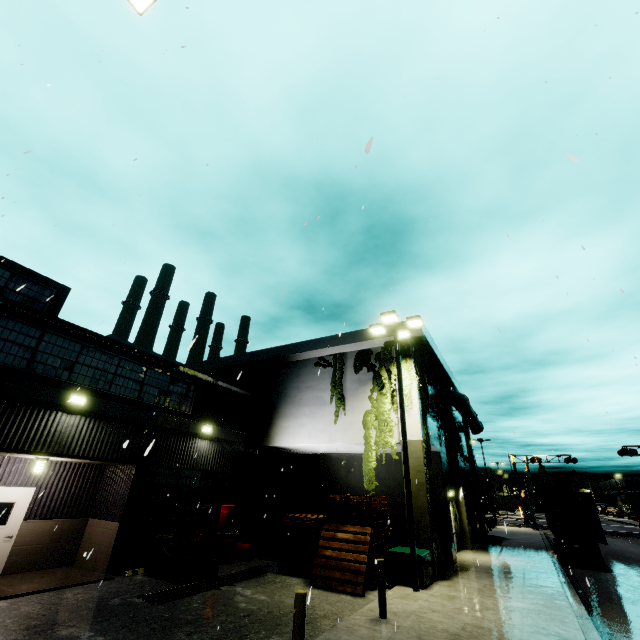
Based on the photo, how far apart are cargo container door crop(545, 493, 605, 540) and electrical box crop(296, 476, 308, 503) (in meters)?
Answer: 13.98

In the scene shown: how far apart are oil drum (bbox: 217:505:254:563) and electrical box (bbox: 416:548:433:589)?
6.3m

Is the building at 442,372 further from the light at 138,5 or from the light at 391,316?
the light at 138,5

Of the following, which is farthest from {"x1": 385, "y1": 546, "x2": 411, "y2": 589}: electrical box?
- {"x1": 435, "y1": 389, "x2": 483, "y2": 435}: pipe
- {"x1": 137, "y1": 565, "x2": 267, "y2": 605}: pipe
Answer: {"x1": 435, "y1": 389, "x2": 483, "y2": 435}: pipe

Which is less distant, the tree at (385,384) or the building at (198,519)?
the building at (198,519)

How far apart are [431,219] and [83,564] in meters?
16.1

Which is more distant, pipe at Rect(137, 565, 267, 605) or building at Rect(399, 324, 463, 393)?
building at Rect(399, 324, 463, 393)

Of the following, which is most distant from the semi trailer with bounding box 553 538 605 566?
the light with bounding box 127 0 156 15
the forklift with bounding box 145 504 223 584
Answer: the light with bounding box 127 0 156 15
